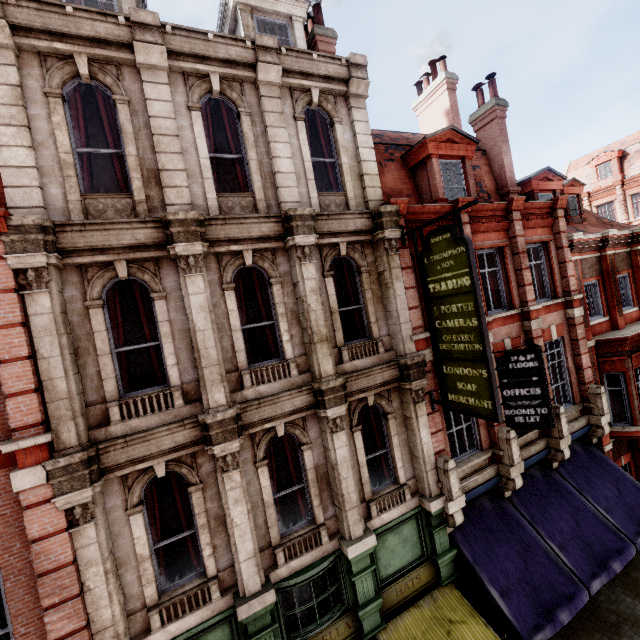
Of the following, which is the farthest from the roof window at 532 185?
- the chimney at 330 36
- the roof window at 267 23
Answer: the roof window at 267 23

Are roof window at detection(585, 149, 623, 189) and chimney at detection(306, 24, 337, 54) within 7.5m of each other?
no

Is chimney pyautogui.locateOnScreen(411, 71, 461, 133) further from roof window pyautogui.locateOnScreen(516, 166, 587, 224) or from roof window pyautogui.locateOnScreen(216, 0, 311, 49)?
roof window pyautogui.locateOnScreen(216, 0, 311, 49)

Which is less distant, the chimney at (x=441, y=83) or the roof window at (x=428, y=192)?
the roof window at (x=428, y=192)

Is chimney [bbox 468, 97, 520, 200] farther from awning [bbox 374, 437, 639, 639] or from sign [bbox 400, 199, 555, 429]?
awning [bbox 374, 437, 639, 639]

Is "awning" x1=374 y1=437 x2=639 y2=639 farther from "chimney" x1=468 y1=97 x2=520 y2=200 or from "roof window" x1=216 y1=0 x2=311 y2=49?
"roof window" x1=216 y1=0 x2=311 y2=49

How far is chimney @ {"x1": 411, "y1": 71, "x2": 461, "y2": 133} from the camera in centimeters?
1480cm

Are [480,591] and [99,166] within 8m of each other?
no
